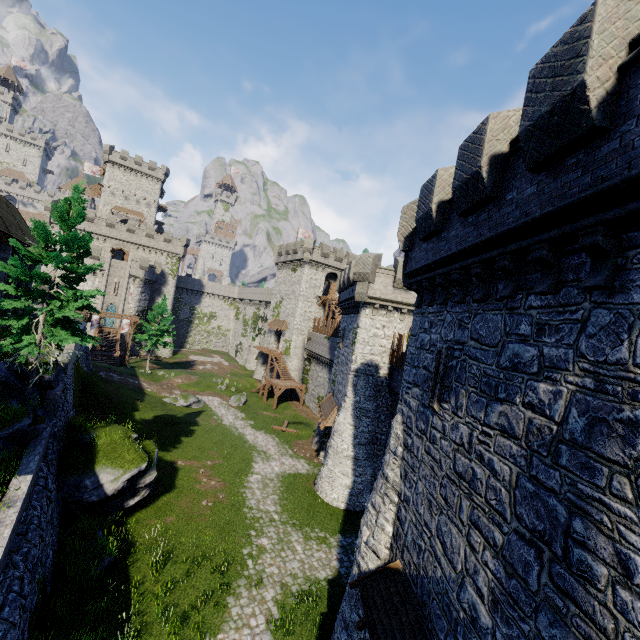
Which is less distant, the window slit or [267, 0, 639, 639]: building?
[267, 0, 639, 639]: building

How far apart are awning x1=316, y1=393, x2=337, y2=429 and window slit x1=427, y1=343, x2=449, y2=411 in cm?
1541

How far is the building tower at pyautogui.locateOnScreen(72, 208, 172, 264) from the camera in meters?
53.5

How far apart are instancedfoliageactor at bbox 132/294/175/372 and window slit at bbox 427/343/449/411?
44.3m

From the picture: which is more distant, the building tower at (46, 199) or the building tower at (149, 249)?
the building tower at (149, 249)

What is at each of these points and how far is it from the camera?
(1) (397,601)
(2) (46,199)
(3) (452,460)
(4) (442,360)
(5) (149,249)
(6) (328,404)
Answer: (1) awning, 8.6m
(2) building tower, 50.2m
(3) building, 7.8m
(4) window slit, 9.0m
(5) building tower, 58.7m
(6) awning, 27.3m

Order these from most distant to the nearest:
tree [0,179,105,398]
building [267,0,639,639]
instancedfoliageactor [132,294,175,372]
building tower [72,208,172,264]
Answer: building tower [72,208,172,264] < instancedfoliageactor [132,294,175,372] < tree [0,179,105,398] < building [267,0,639,639]

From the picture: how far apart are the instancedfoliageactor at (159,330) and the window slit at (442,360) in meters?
44.3
